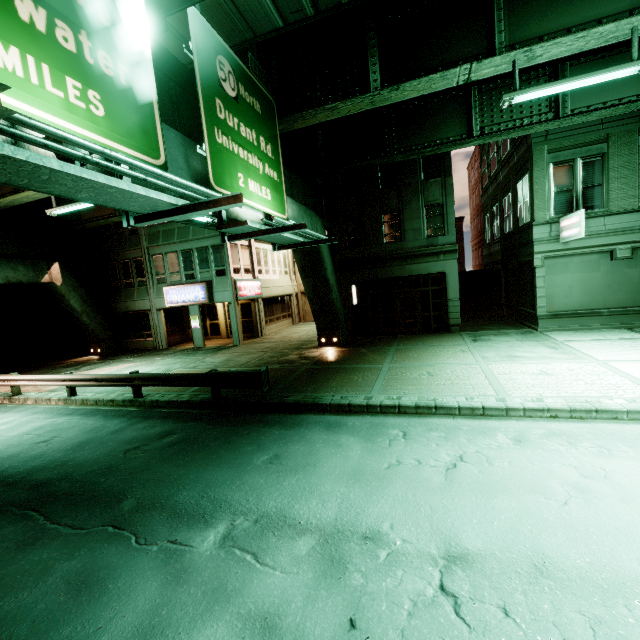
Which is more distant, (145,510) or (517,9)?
(517,9)

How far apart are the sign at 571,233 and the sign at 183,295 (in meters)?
20.16

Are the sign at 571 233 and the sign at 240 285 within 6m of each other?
no

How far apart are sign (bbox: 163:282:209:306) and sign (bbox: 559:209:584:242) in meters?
20.2 m

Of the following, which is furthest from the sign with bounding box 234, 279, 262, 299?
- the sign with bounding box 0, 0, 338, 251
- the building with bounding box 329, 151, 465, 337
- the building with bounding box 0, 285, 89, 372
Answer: the building with bounding box 0, 285, 89, 372

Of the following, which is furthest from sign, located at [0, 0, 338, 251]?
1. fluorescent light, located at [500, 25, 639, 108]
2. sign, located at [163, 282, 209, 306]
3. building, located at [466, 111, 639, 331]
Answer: sign, located at [163, 282, 209, 306]

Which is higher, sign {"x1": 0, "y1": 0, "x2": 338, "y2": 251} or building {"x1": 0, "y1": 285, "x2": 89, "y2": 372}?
sign {"x1": 0, "y1": 0, "x2": 338, "y2": 251}

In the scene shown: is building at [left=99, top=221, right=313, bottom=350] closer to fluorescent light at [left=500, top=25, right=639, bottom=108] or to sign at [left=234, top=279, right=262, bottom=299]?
sign at [left=234, top=279, right=262, bottom=299]
